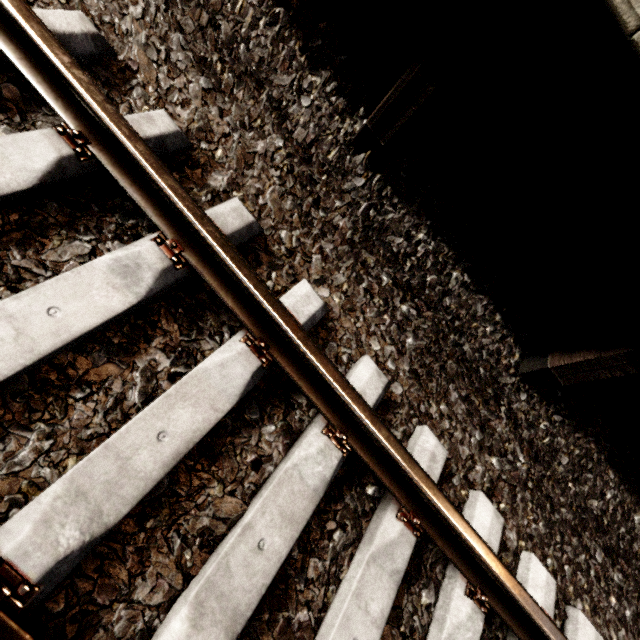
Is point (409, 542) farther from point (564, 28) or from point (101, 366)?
point (564, 28)

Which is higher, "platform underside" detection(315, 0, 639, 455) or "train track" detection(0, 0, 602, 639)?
"platform underside" detection(315, 0, 639, 455)

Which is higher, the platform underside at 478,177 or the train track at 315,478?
the platform underside at 478,177
